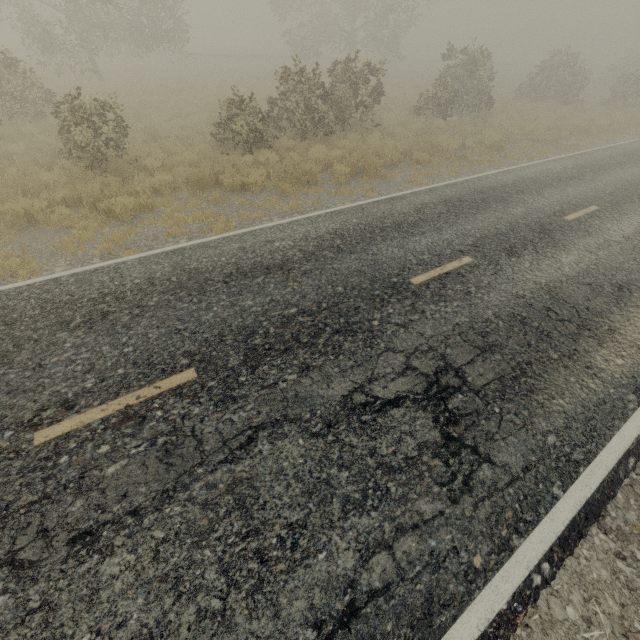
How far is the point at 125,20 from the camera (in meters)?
22.64

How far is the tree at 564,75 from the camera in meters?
24.0 m

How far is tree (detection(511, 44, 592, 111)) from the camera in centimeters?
2400cm
